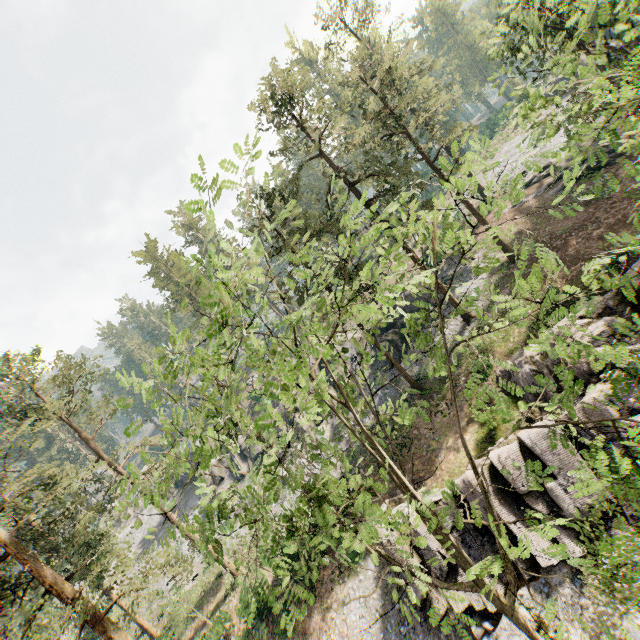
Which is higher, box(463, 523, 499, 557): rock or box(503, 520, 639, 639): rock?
box(463, 523, 499, 557): rock

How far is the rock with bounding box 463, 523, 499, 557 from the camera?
15.26m

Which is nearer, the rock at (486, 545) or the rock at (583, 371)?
the rock at (583, 371)

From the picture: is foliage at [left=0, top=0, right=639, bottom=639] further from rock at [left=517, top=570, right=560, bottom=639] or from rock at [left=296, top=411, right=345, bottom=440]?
rock at [left=296, top=411, right=345, bottom=440]

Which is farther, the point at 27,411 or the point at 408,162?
the point at 408,162

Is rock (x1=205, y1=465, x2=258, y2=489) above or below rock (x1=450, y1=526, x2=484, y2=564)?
above
